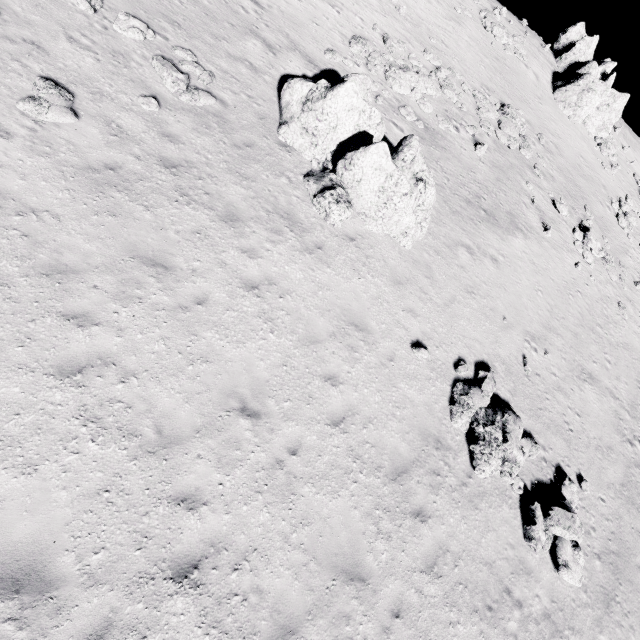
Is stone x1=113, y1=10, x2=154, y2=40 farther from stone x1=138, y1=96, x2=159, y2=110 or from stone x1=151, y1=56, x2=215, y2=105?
stone x1=138, y1=96, x2=159, y2=110

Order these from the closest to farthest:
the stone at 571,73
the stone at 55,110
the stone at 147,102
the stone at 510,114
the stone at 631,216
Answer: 1. the stone at 55,110
2. the stone at 147,102
3. the stone at 510,114
4. the stone at 631,216
5. the stone at 571,73

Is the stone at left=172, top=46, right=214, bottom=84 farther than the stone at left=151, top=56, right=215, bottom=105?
Yes

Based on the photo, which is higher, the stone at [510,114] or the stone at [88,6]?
the stone at [510,114]

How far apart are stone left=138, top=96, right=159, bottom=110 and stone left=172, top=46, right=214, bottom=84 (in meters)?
0.82

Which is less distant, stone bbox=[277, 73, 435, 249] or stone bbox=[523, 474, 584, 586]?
stone bbox=[523, 474, 584, 586]

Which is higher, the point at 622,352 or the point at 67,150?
the point at 622,352

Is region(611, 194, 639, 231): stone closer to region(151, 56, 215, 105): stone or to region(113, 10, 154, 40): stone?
region(151, 56, 215, 105): stone
